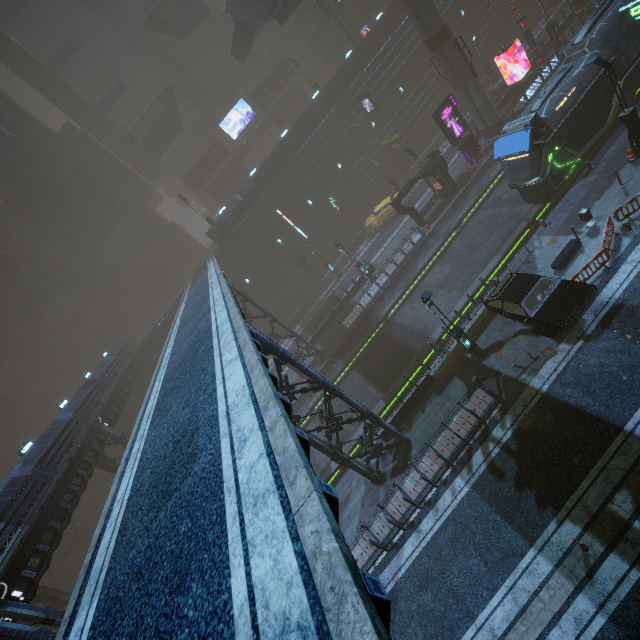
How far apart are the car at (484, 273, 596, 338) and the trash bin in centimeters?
460cm

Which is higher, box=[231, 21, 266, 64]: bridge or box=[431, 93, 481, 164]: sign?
box=[231, 21, 266, 64]: bridge

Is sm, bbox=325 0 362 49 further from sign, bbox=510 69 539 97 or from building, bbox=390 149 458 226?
sign, bbox=510 69 539 97

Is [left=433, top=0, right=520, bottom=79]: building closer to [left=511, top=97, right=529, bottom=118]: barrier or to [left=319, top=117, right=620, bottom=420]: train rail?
[left=319, top=117, right=620, bottom=420]: train rail

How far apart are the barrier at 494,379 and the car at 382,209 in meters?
23.9

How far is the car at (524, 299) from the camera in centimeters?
1295cm

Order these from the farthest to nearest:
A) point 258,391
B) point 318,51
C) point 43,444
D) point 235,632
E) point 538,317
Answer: point 318,51, point 43,444, point 538,317, point 258,391, point 235,632

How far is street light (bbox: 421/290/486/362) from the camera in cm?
1459
